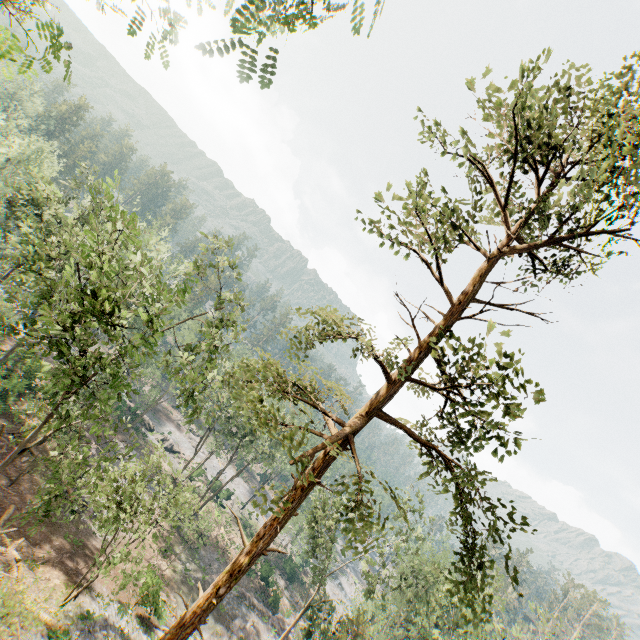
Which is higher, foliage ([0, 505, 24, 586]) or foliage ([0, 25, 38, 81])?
foliage ([0, 25, 38, 81])

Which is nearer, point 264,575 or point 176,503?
point 176,503

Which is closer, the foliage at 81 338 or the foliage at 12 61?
the foliage at 12 61

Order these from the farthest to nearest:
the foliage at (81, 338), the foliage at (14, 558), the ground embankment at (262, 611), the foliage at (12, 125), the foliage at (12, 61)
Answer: the foliage at (12, 125) < the ground embankment at (262, 611) < the foliage at (14, 558) < the foliage at (81, 338) < the foliage at (12, 61)

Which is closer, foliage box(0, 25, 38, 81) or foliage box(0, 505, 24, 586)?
foliage box(0, 25, 38, 81)

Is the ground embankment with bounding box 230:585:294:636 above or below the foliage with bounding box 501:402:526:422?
below

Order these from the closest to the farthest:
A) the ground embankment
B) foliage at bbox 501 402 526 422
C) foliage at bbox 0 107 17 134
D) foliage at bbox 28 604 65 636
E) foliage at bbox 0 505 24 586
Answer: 1. foliage at bbox 501 402 526 422
2. foliage at bbox 28 604 65 636
3. foliage at bbox 0 505 24 586
4. the ground embankment
5. foliage at bbox 0 107 17 134
